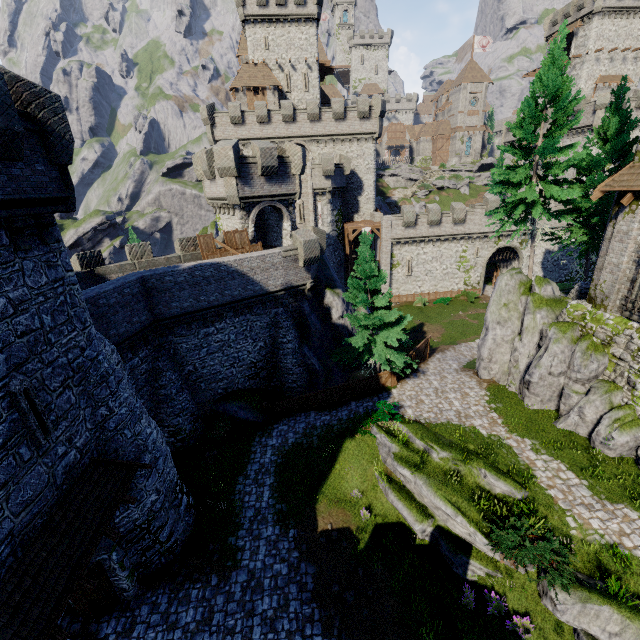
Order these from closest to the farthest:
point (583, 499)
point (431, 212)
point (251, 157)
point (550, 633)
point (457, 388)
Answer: point (550, 633) → point (583, 499) → point (457, 388) → point (251, 157) → point (431, 212)

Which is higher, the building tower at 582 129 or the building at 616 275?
the building tower at 582 129

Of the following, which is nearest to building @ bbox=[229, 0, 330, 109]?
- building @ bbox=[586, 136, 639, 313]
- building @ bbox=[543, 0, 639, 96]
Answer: building @ bbox=[543, 0, 639, 96]

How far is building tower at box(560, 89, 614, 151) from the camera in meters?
41.6 m

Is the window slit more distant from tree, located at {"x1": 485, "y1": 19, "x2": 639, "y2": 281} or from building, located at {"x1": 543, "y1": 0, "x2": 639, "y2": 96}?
building, located at {"x1": 543, "y1": 0, "x2": 639, "y2": 96}

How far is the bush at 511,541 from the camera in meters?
9.9 m

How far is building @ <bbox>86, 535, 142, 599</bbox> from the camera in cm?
1109

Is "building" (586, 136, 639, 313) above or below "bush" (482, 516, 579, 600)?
above
